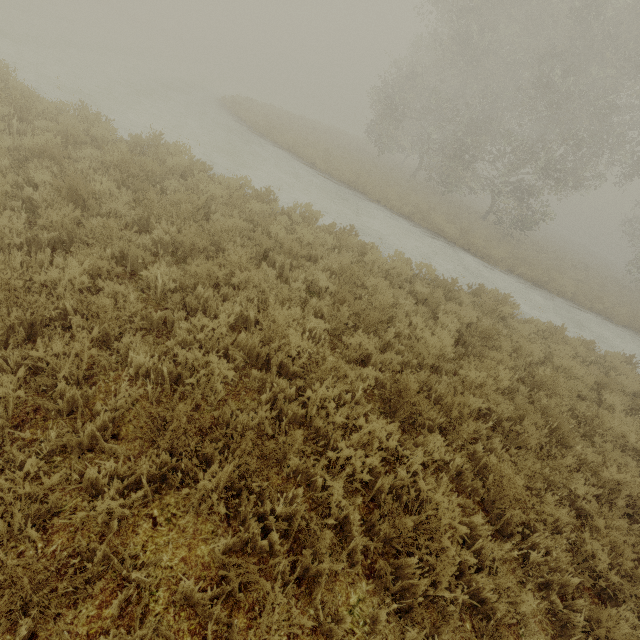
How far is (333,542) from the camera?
3.1m
